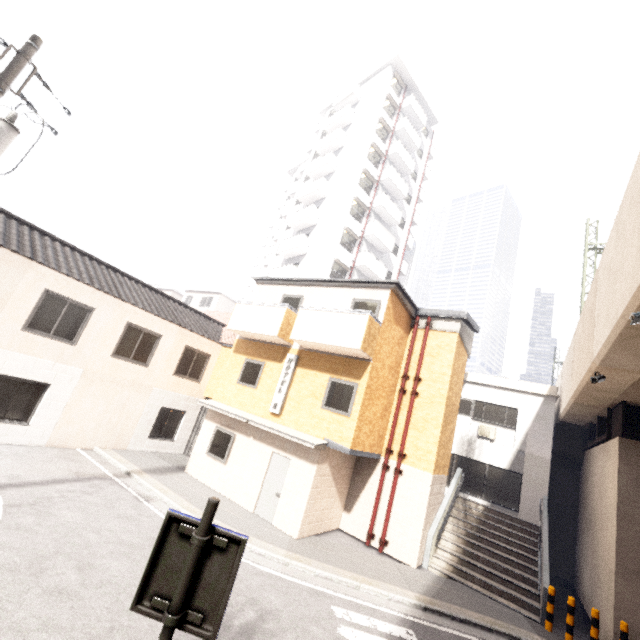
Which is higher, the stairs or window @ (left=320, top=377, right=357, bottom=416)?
window @ (left=320, top=377, right=357, bottom=416)

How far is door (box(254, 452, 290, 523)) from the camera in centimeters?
1095cm

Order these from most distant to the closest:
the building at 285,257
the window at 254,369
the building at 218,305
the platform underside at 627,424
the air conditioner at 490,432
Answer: the building at 218,305
the building at 285,257
the air conditioner at 490,432
the window at 254,369
the platform underside at 627,424

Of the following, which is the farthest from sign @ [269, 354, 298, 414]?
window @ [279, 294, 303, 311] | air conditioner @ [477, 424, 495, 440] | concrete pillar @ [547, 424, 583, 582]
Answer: → concrete pillar @ [547, 424, 583, 582]

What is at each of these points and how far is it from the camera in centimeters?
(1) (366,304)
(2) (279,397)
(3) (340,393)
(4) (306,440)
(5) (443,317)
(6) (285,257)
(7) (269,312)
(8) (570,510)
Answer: (1) window, 1209cm
(2) sign, 1230cm
(3) window, 1127cm
(4) awning, 1045cm
(5) awning, 1341cm
(6) building, 2931cm
(7) balcony, 1309cm
(8) concrete pillar, 1603cm

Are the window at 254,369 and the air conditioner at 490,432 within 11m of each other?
no

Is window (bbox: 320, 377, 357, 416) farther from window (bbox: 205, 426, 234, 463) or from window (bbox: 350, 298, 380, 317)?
window (bbox: 205, 426, 234, 463)

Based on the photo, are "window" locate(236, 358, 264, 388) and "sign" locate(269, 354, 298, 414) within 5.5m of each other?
yes
